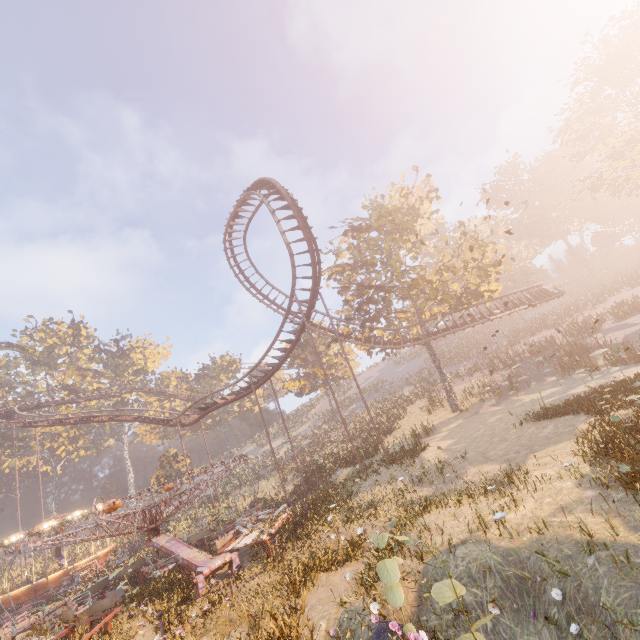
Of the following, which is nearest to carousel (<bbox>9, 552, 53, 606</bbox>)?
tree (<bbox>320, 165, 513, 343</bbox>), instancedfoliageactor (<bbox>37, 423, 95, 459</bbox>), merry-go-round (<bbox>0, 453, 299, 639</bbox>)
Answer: instancedfoliageactor (<bbox>37, 423, 95, 459</bbox>)

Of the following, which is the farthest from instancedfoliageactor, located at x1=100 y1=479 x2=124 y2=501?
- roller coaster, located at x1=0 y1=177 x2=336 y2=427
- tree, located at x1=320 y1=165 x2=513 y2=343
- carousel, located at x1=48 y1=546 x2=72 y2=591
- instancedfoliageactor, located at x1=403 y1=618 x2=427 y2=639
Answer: instancedfoliageactor, located at x1=403 y1=618 x2=427 y2=639

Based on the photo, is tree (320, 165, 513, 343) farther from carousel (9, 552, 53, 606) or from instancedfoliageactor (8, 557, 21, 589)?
carousel (9, 552, 53, 606)

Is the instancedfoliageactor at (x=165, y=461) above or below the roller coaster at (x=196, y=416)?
below

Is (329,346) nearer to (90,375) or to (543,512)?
(543,512)

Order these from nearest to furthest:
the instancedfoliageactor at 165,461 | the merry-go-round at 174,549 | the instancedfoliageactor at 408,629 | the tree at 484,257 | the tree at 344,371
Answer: the instancedfoliageactor at 408,629 < the merry-go-round at 174,549 < the tree at 484,257 < the instancedfoliageactor at 165,461 < the tree at 344,371

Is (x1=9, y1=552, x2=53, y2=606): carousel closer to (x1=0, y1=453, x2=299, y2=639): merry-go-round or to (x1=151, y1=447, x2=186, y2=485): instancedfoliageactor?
(x1=151, y1=447, x2=186, y2=485): instancedfoliageactor

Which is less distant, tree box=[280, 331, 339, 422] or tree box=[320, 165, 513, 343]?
tree box=[320, 165, 513, 343]
